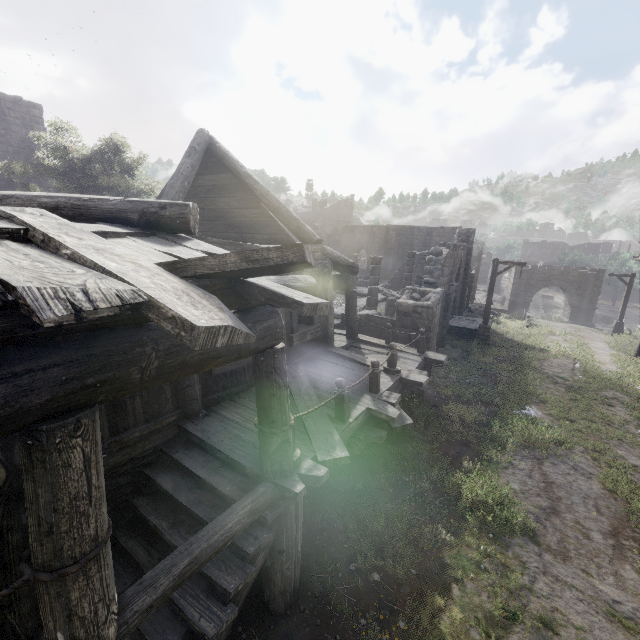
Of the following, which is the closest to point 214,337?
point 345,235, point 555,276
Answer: point 555,276

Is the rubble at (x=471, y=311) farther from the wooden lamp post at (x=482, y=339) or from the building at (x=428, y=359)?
the wooden lamp post at (x=482, y=339)

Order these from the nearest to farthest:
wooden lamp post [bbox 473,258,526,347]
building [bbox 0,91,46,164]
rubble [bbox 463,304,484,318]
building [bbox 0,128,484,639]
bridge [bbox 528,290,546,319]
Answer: building [bbox 0,128,484,639] < wooden lamp post [bbox 473,258,526,347] < building [bbox 0,91,46,164] < rubble [bbox 463,304,484,318] < bridge [bbox 528,290,546,319]

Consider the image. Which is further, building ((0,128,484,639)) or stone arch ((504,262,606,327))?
stone arch ((504,262,606,327))

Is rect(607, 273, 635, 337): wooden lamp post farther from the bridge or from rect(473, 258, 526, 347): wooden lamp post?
the bridge

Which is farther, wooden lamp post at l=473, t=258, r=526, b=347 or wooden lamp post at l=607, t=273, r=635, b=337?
wooden lamp post at l=607, t=273, r=635, b=337

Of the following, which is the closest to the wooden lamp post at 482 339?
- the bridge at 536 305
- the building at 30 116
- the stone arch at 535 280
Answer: the building at 30 116

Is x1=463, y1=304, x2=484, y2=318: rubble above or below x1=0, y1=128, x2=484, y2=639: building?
Result: below
